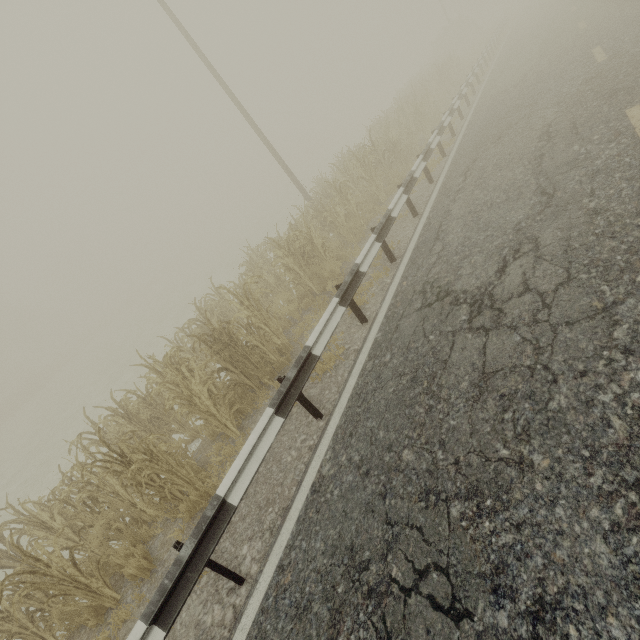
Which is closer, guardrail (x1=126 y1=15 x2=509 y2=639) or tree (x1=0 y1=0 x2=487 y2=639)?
guardrail (x1=126 y1=15 x2=509 y2=639)

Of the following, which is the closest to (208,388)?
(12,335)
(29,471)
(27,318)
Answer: (29,471)

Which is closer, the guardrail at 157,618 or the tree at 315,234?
the guardrail at 157,618
